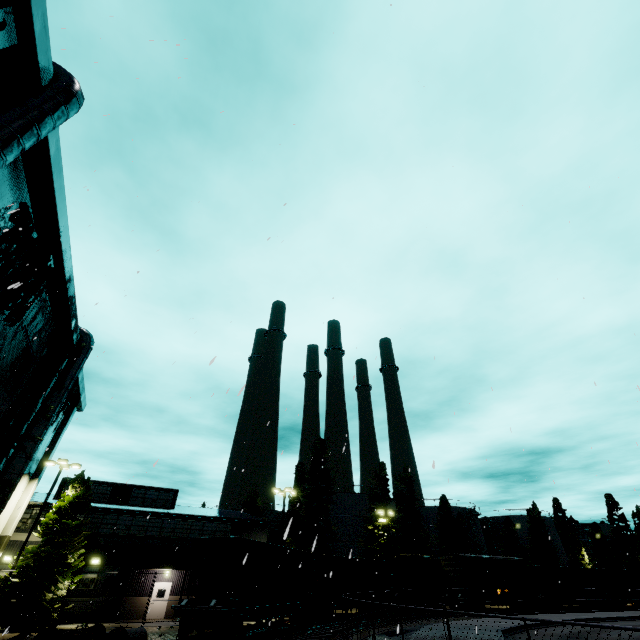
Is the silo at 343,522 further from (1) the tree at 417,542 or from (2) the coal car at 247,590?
(2) the coal car at 247,590

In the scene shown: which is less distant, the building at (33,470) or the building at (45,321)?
the building at (45,321)

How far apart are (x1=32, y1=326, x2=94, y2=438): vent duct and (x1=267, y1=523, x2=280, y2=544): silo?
50.4 meters

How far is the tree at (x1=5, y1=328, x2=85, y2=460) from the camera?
17.95m

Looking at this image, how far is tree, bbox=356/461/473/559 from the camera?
41.26m

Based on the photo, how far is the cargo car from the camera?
33.81m

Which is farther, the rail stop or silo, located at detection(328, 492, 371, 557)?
silo, located at detection(328, 492, 371, 557)

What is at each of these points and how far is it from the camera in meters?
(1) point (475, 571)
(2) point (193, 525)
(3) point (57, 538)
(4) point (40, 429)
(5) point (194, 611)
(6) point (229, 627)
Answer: (1) cargo car, 34.4 m
(2) building, 31.6 m
(3) tree, 24.4 m
(4) vent duct, 18.6 m
(5) flatcar, 15.8 m
(6) bogie, 15.9 m
